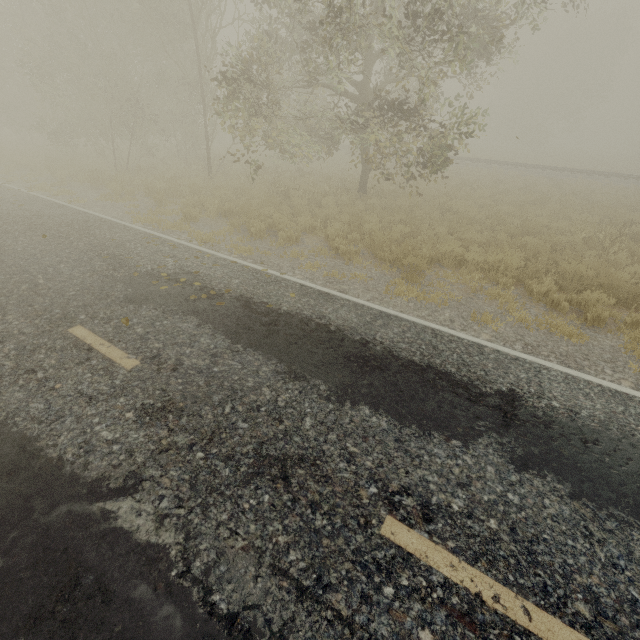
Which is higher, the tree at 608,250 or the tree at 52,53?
the tree at 52,53

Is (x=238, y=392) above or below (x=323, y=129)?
below

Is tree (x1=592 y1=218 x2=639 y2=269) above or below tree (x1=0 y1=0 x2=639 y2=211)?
below
